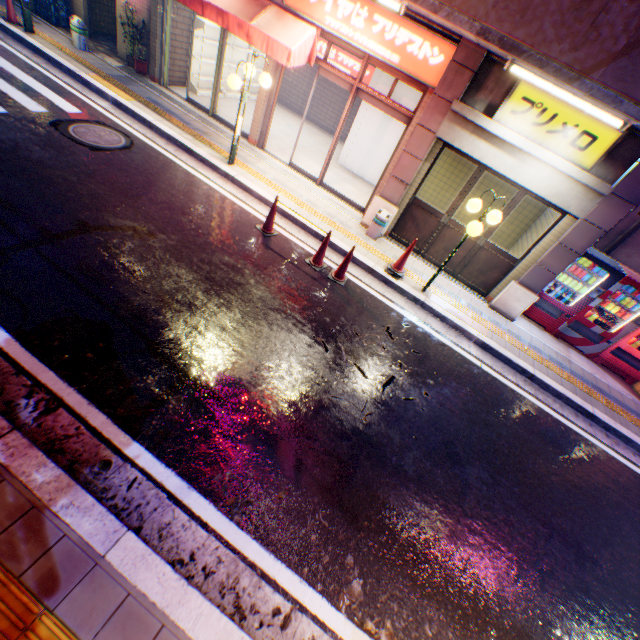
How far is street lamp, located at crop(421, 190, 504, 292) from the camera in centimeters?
594cm

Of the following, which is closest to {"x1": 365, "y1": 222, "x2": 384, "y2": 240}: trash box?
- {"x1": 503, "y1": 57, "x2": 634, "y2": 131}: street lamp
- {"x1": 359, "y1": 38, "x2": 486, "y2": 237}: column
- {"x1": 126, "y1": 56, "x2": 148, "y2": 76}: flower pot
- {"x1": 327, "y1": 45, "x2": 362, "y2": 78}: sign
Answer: {"x1": 359, "y1": 38, "x2": 486, "y2": 237}: column

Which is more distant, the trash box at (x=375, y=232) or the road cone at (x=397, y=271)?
the trash box at (x=375, y=232)

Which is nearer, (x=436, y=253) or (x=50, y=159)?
(x=50, y=159)

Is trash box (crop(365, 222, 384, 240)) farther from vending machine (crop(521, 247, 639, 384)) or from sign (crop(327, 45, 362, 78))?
sign (crop(327, 45, 362, 78))

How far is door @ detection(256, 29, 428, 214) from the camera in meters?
7.5 m

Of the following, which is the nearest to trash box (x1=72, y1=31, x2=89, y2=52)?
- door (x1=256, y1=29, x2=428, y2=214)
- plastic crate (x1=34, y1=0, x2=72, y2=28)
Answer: plastic crate (x1=34, y1=0, x2=72, y2=28)

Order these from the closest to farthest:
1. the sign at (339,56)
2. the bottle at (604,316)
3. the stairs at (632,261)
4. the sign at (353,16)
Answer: the sign at (353,16), the bottle at (604,316), the stairs at (632,261), the sign at (339,56)
